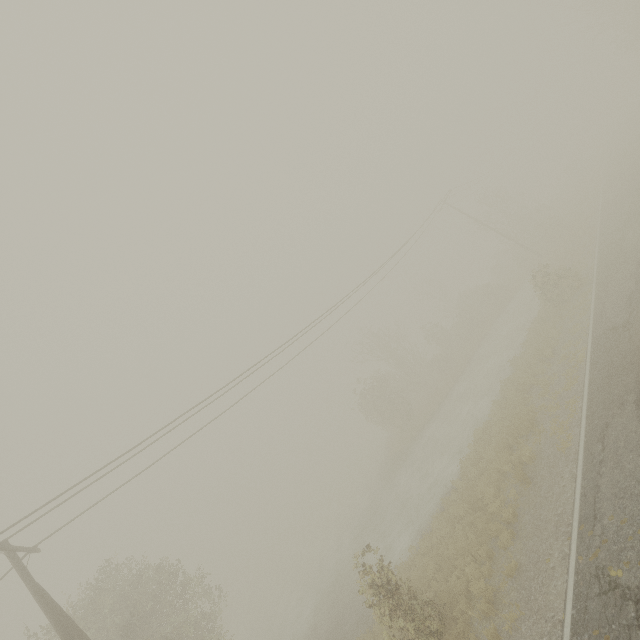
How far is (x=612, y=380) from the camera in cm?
1096
